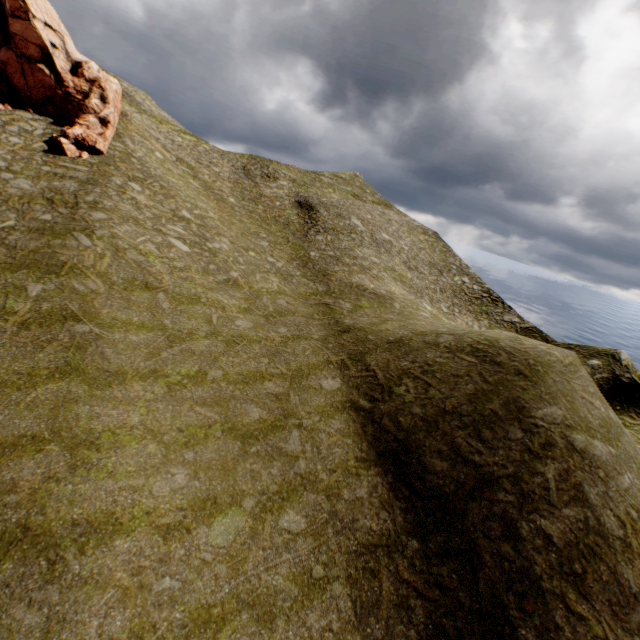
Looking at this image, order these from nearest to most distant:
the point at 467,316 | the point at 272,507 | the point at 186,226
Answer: the point at 272,507
the point at 186,226
the point at 467,316
